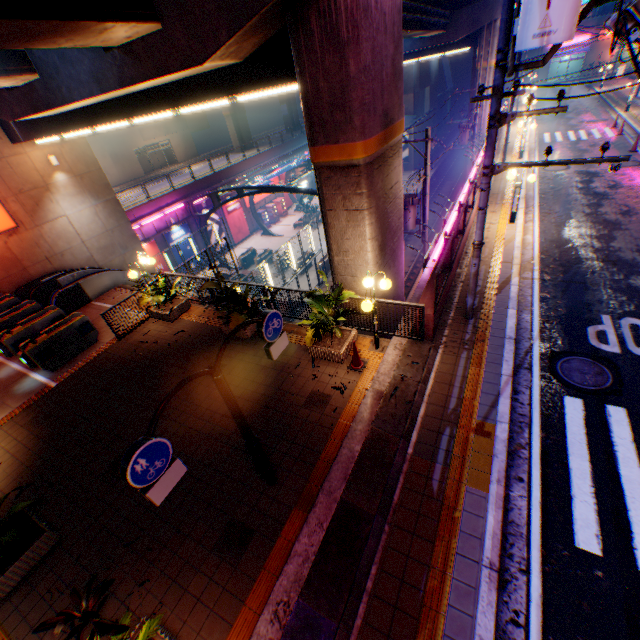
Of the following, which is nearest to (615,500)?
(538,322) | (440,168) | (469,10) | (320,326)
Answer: (538,322)

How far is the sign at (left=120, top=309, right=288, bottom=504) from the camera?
3.62m

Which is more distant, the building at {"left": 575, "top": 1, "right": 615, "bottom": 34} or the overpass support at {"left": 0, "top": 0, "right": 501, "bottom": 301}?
the building at {"left": 575, "top": 1, "right": 615, "bottom": 34}

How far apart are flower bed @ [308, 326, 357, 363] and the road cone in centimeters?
14cm

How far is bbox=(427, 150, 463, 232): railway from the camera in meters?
33.9 m

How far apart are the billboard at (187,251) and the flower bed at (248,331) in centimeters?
1929cm

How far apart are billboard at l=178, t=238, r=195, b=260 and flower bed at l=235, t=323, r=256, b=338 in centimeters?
1929cm

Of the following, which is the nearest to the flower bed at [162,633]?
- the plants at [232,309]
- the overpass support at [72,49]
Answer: the overpass support at [72,49]
